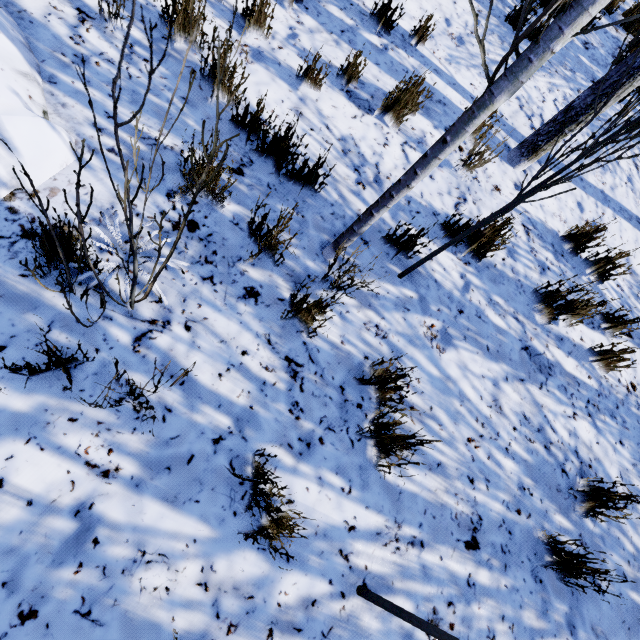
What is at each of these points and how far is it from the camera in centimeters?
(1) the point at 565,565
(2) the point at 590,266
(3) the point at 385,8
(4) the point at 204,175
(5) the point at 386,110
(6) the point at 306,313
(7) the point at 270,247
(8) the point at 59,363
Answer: (1) instancedfoliageactor, 205cm
(2) instancedfoliageactor, 352cm
(3) instancedfoliageactor, 353cm
(4) instancedfoliageactor, 97cm
(5) instancedfoliageactor, 317cm
(6) instancedfoliageactor, 202cm
(7) instancedfoliageactor, 214cm
(8) instancedfoliageactor, 148cm

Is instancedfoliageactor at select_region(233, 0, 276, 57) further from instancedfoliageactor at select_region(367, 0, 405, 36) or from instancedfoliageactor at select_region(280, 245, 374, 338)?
instancedfoliageactor at select_region(280, 245, 374, 338)

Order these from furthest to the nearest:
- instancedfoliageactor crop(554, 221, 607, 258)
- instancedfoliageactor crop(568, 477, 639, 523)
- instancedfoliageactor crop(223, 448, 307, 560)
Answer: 1. instancedfoliageactor crop(554, 221, 607, 258)
2. instancedfoliageactor crop(568, 477, 639, 523)
3. instancedfoliageactor crop(223, 448, 307, 560)

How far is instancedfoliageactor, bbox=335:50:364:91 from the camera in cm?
302

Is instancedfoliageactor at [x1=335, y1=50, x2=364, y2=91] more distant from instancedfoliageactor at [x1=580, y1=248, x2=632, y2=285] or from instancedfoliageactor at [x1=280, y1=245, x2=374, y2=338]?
instancedfoliageactor at [x1=280, y1=245, x2=374, y2=338]

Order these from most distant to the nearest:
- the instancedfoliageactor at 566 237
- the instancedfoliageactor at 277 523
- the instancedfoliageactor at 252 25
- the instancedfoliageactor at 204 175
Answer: the instancedfoliageactor at 566 237 < the instancedfoliageactor at 252 25 < the instancedfoliageactor at 277 523 < the instancedfoliageactor at 204 175

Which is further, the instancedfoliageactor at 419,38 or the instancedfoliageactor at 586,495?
the instancedfoliageactor at 419,38

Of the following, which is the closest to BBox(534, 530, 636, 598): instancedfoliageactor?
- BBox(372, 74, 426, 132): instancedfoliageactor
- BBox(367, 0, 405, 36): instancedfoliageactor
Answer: BBox(372, 74, 426, 132): instancedfoliageactor
